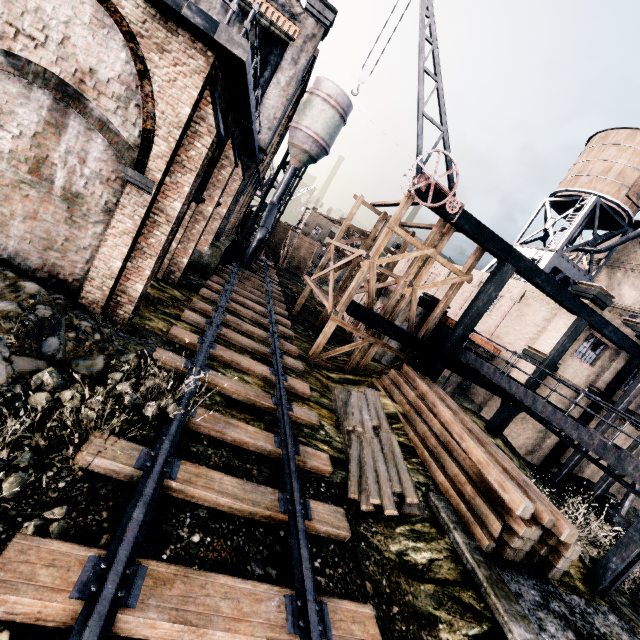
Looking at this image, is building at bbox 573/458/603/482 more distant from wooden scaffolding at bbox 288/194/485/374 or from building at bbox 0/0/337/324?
building at bbox 0/0/337/324

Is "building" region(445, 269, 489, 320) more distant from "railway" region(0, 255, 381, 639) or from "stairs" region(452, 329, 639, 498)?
"railway" region(0, 255, 381, 639)

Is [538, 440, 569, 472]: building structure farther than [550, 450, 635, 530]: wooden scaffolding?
A: Yes

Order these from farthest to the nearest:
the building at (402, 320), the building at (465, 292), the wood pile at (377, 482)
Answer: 1. the building at (465, 292)
2. the building at (402, 320)
3. the wood pile at (377, 482)

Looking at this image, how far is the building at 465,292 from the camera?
26.33m

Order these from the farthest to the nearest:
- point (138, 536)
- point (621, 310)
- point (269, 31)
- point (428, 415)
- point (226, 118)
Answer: point (621, 310) < point (269, 31) < point (428, 415) < point (226, 118) < point (138, 536)

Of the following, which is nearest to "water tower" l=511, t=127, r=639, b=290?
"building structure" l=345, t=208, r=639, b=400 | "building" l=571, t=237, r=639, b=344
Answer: "building" l=571, t=237, r=639, b=344

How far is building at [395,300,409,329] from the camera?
20.9m
